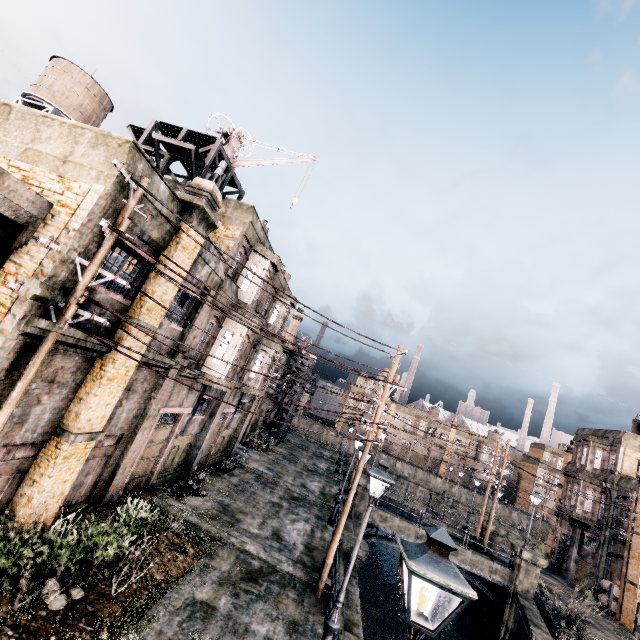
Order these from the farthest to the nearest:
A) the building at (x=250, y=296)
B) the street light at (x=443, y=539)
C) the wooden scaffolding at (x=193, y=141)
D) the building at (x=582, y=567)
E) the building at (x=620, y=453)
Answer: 1. the building at (x=620, y=453)
2. the building at (x=582, y=567)
3. the wooden scaffolding at (x=193, y=141)
4. the building at (x=250, y=296)
5. the street light at (x=443, y=539)

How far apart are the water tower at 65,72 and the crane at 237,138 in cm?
1627

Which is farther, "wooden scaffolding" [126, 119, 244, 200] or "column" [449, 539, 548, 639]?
"column" [449, 539, 548, 639]

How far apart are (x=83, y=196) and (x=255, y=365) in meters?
16.1 m

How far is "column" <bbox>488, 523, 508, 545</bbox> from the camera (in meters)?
29.38

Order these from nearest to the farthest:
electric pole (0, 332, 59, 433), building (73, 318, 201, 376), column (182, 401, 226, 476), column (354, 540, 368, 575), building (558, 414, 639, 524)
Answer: electric pole (0, 332, 59, 433), building (73, 318, 201, 376), column (354, 540, 368, 575), column (182, 401, 226, 476), building (558, 414, 639, 524)

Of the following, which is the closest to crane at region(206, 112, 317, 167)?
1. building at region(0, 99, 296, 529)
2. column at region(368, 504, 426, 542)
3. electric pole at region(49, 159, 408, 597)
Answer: building at region(0, 99, 296, 529)

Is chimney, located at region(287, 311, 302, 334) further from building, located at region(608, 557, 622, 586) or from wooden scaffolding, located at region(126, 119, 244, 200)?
building, located at region(608, 557, 622, 586)
